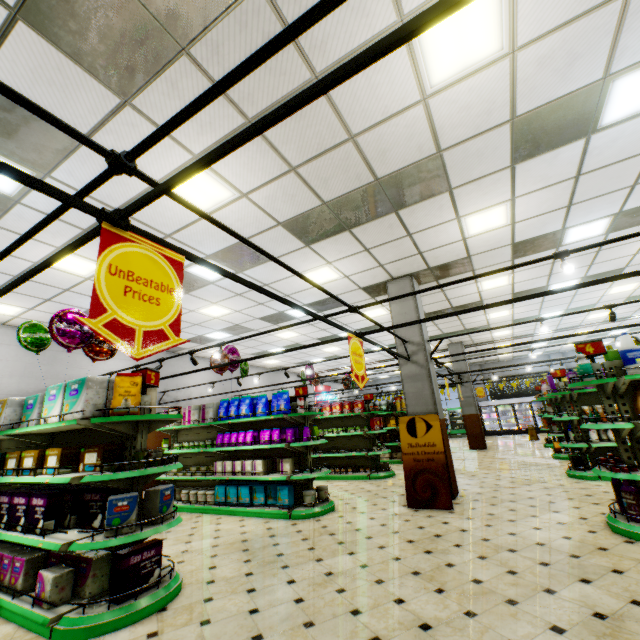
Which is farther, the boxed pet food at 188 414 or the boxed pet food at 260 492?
the boxed pet food at 188 414

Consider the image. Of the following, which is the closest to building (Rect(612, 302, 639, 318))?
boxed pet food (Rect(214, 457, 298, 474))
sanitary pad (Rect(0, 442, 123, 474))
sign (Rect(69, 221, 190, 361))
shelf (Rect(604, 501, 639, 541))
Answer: shelf (Rect(604, 501, 639, 541))

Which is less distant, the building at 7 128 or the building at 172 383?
the building at 7 128

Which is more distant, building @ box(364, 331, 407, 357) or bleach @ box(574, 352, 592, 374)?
building @ box(364, 331, 407, 357)

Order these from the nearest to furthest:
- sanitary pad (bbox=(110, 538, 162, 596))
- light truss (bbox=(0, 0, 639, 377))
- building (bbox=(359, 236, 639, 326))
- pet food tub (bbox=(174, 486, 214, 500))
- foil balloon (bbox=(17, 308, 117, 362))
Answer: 1. light truss (bbox=(0, 0, 639, 377))
2. sanitary pad (bbox=(110, 538, 162, 596))
3. foil balloon (bbox=(17, 308, 117, 362))
4. pet food tub (bbox=(174, 486, 214, 500))
5. building (bbox=(359, 236, 639, 326))

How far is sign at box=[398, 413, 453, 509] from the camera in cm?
597

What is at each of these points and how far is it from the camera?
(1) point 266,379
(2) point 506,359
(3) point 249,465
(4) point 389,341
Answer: (1) building, 18.1 meters
(2) building, 22.9 meters
(3) boxed pet food, 6.9 meters
(4) building, 14.6 meters
